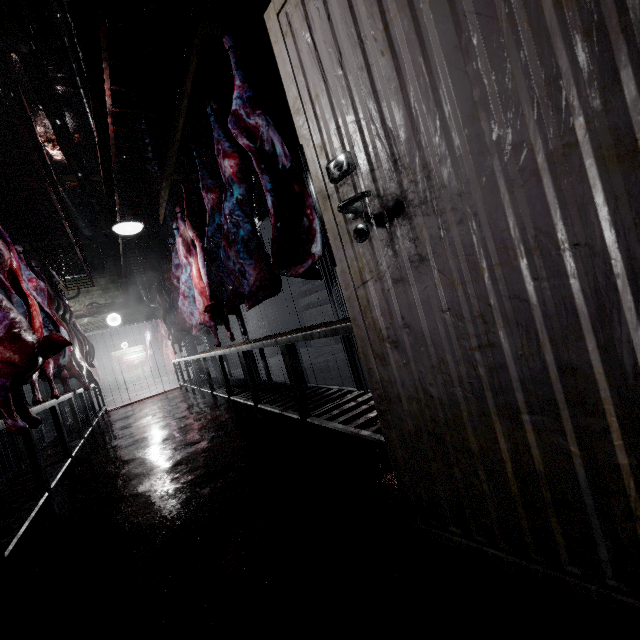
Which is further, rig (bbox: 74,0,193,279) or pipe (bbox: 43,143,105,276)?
pipe (bbox: 43,143,105,276)

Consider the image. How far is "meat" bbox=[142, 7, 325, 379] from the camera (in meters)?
2.15

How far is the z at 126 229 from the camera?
3.6m

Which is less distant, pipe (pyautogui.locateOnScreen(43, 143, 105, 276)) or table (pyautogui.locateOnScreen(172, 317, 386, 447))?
table (pyautogui.locateOnScreen(172, 317, 386, 447))

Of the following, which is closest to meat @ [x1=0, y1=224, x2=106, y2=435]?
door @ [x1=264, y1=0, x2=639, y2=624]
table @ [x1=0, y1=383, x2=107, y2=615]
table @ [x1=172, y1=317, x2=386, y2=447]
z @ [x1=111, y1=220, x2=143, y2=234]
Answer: table @ [x1=0, y1=383, x2=107, y2=615]

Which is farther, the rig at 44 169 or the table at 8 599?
the rig at 44 169

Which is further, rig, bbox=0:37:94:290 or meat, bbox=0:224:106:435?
rig, bbox=0:37:94:290

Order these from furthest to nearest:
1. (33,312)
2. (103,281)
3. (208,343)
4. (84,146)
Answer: (103,281) < (208,343) < (84,146) < (33,312)
